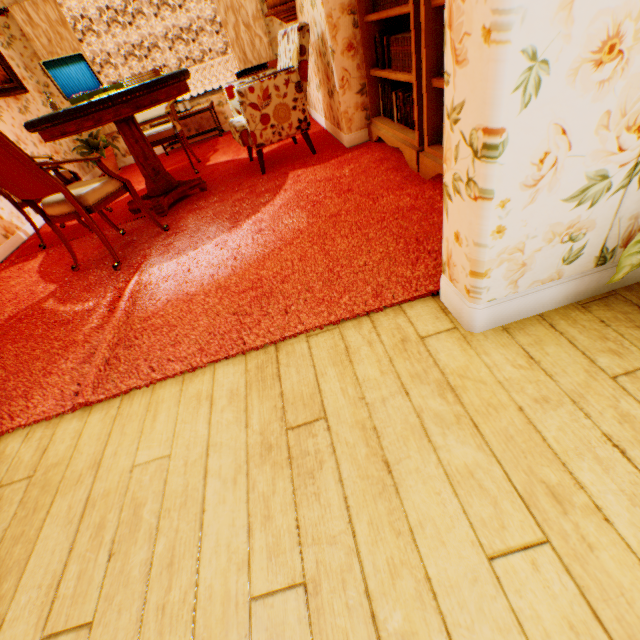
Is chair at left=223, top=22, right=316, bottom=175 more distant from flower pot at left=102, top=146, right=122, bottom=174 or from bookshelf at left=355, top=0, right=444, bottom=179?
flower pot at left=102, top=146, right=122, bottom=174

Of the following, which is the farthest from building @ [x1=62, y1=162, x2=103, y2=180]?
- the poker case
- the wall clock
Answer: the poker case

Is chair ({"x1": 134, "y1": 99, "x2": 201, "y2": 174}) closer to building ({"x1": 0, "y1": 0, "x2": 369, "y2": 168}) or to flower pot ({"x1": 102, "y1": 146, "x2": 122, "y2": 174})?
building ({"x1": 0, "y1": 0, "x2": 369, "y2": 168})

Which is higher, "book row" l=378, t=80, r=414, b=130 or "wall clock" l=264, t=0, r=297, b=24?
"wall clock" l=264, t=0, r=297, b=24

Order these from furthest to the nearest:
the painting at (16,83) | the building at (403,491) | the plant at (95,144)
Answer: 1. the plant at (95,144)
2. the painting at (16,83)
3. the building at (403,491)

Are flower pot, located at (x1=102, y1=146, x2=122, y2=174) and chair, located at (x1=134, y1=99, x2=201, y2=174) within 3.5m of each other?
yes

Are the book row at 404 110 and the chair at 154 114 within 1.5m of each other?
no

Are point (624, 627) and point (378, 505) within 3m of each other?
yes
